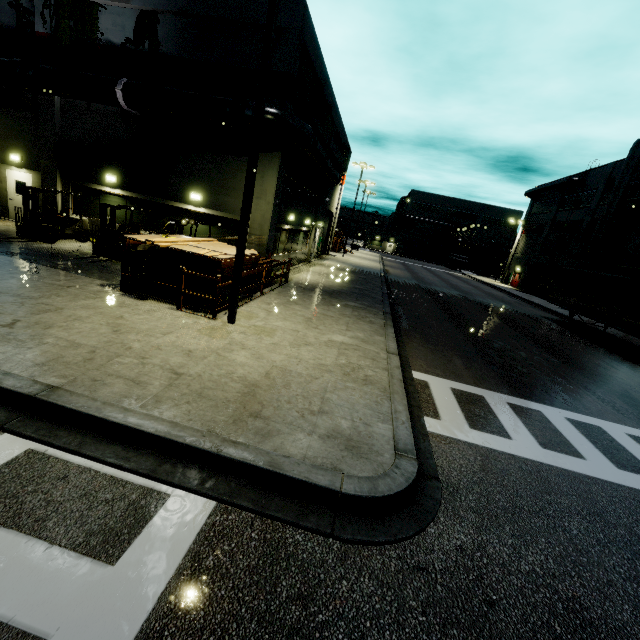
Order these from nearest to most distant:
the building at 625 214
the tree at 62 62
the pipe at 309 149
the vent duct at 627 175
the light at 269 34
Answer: the light at 269 34, the pipe at 309 149, the tree at 62 62, the building at 625 214, the vent duct at 627 175

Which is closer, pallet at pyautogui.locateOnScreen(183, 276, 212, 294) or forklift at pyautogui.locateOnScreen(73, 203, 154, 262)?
pallet at pyautogui.locateOnScreen(183, 276, 212, 294)

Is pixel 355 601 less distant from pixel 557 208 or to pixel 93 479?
pixel 93 479

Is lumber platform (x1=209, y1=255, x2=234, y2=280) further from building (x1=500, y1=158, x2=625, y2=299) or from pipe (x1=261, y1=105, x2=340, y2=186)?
pipe (x1=261, y1=105, x2=340, y2=186)

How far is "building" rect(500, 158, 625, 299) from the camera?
33.4 meters

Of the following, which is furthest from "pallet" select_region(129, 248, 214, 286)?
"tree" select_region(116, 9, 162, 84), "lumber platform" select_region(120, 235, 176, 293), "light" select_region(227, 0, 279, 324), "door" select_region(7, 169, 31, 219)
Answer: "door" select_region(7, 169, 31, 219)

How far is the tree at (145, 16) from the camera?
13.41m

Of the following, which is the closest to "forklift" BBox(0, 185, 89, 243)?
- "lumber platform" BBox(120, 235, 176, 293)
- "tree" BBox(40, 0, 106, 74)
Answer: "lumber platform" BBox(120, 235, 176, 293)
